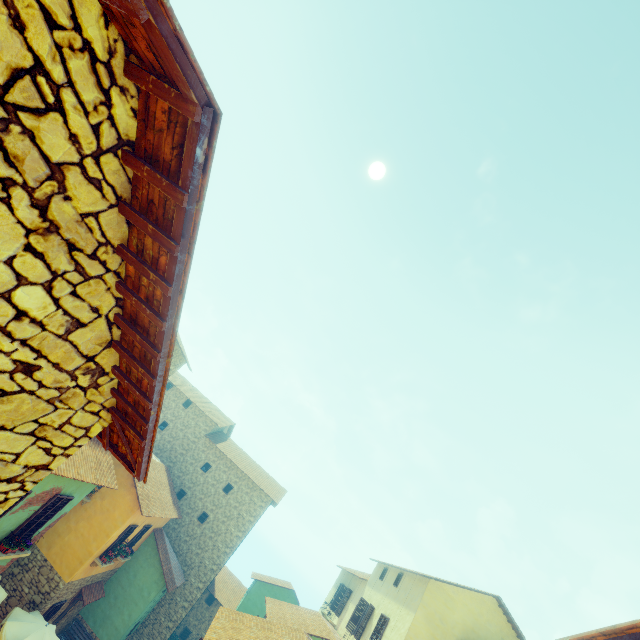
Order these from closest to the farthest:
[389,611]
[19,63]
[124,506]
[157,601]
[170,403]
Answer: [19,63] → [124,506] → [389,611] → [157,601] → [170,403]

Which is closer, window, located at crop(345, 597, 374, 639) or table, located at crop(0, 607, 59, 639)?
table, located at crop(0, 607, 59, 639)

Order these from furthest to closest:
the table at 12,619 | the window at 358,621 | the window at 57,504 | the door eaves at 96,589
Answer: the window at 358,621
the door eaves at 96,589
the table at 12,619
the window at 57,504

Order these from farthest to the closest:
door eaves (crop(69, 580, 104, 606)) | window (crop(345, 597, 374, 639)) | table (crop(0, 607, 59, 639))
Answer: window (crop(345, 597, 374, 639)), door eaves (crop(69, 580, 104, 606)), table (crop(0, 607, 59, 639))

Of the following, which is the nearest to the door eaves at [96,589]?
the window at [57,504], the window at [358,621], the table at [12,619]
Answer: the window at [57,504]

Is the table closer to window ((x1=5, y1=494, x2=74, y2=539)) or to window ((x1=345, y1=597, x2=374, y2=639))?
window ((x1=5, y1=494, x2=74, y2=539))

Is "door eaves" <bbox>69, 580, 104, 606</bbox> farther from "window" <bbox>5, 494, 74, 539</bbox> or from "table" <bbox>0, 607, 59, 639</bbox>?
"table" <bbox>0, 607, 59, 639</bbox>

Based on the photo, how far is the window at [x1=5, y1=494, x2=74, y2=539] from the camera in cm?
1012
